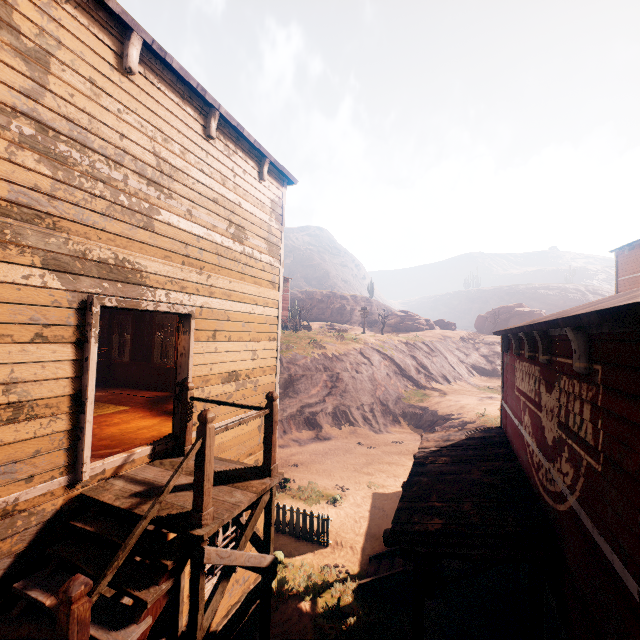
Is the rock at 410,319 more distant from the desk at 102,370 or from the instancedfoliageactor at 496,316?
the desk at 102,370

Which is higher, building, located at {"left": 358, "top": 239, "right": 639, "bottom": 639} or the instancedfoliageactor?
the instancedfoliageactor

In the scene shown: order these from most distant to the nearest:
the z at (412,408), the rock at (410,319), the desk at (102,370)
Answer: the rock at (410,319)
the desk at (102,370)
the z at (412,408)

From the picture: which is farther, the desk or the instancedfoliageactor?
the instancedfoliageactor

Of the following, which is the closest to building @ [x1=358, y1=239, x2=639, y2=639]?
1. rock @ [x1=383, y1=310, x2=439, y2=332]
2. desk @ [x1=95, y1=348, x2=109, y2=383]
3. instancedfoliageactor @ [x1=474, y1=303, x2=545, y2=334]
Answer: desk @ [x1=95, y1=348, x2=109, y2=383]

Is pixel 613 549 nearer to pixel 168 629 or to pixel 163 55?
pixel 168 629

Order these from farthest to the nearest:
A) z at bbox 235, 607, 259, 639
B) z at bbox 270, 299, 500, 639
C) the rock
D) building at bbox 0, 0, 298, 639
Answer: the rock → z at bbox 270, 299, 500, 639 → z at bbox 235, 607, 259, 639 → building at bbox 0, 0, 298, 639

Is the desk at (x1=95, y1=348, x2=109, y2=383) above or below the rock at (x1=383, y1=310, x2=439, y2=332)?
below
